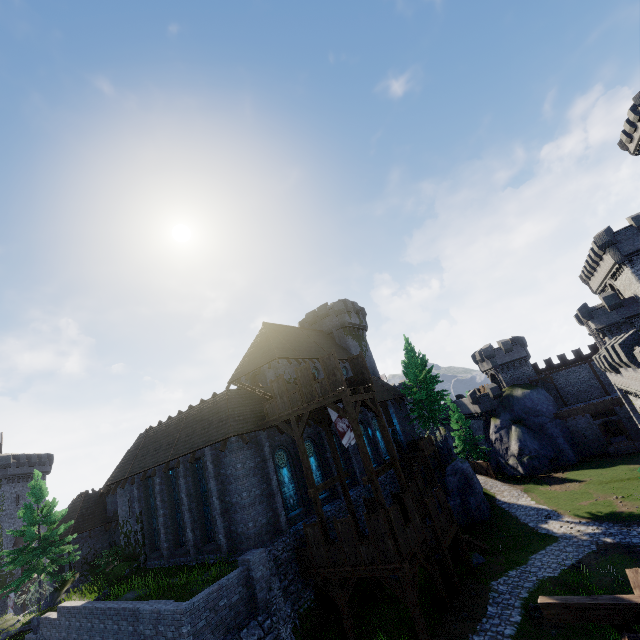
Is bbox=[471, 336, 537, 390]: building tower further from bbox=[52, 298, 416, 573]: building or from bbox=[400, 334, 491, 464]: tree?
bbox=[52, 298, 416, 573]: building

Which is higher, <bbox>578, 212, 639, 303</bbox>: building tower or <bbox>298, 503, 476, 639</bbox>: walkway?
<bbox>578, 212, 639, 303</bbox>: building tower

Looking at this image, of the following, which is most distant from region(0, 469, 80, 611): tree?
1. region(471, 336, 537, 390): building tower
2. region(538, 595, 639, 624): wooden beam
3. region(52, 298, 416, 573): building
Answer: region(471, 336, 537, 390): building tower

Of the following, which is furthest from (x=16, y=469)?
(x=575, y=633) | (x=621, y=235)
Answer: (x=621, y=235)

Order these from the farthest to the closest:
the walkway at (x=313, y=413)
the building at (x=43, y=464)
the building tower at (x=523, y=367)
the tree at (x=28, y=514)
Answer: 1. the building tower at (x=523, y=367)
2. the building at (x=43, y=464)
3. the tree at (x=28, y=514)
4. the walkway at (x=313, y=413)

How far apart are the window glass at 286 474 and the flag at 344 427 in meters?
4.1

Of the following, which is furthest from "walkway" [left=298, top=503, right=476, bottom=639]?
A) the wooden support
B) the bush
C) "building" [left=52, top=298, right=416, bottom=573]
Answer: the bush

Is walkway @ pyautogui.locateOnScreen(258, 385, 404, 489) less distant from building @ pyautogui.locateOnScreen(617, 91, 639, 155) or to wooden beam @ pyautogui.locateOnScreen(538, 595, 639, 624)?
wooden beam @ pyautogui.locateOnScreen(538, 595, 639, 624)
